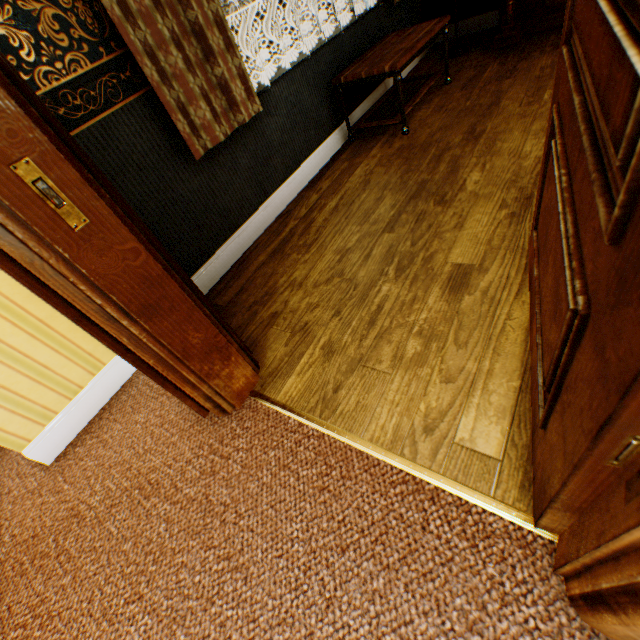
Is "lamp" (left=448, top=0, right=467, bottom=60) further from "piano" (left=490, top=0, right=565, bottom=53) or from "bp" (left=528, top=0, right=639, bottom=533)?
"bp" (left=528, top=0, right=639, bottom=533)

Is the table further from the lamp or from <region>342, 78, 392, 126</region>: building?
the lamp

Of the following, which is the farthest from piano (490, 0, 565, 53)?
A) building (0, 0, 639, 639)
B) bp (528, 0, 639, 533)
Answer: bp (528, 0, 639, 533)

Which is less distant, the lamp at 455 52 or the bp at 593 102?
the bp at 593 102

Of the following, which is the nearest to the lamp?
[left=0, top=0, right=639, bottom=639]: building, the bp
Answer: [left=0, top=0, right=639, bottom=639]: building

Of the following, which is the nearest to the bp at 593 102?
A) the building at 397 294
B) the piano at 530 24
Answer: the building at 397 294

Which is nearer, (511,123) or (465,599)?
(465,599)

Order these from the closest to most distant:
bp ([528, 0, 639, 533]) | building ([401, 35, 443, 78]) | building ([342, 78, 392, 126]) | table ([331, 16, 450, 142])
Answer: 1. bp ([528, 0, 639, 533])
2. table ([331, 16, 450, 142])
3. building ([342, 78, 392, 126])
4. building ([401, 35, 443, 78])
